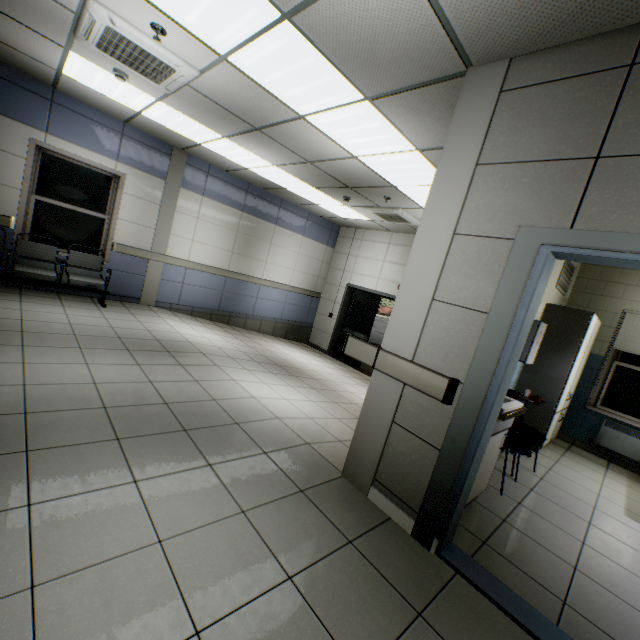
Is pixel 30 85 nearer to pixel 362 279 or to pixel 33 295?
pixel 33 295

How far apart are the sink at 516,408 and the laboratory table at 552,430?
2.3 meters

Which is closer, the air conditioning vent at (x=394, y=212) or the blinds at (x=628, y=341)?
the blinds at (x=628, y=341)

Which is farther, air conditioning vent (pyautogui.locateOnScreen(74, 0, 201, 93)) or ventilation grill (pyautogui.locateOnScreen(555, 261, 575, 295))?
ventilation grill (pyautogui.locateOnScreen(555, 261, 575, 295))

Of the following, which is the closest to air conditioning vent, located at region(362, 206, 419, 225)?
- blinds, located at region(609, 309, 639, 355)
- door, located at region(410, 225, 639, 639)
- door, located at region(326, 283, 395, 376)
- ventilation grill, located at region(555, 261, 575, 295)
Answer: door, located at region(326, 283, 395, 376)

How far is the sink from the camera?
2.4m

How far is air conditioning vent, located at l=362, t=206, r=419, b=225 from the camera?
6.4 meters

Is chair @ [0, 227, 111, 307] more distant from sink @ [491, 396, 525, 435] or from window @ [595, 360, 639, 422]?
window @ [595, 360, 639, 422]
